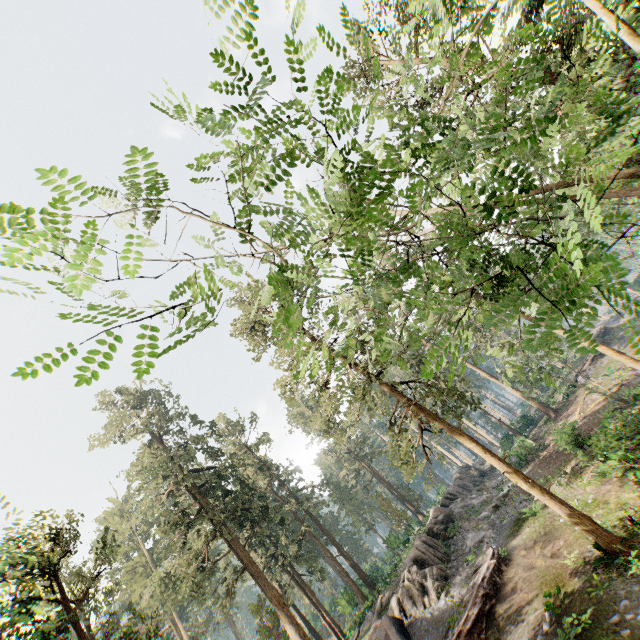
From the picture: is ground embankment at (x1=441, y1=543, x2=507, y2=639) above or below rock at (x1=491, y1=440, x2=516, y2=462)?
below

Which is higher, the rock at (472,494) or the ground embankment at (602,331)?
the rock at (472,494)

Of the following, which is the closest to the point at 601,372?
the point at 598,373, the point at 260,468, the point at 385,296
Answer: the point at 598,373

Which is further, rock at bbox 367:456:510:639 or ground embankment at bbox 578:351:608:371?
ground embankment at bbox 578:351:608:371

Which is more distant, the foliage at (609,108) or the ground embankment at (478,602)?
the ground embankment at (478,602)

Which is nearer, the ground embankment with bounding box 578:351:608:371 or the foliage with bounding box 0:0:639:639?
the foliage with bounding box 0:0:639:639

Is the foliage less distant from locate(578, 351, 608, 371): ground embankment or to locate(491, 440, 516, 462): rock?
locate(491, 440, 516, 462): rock

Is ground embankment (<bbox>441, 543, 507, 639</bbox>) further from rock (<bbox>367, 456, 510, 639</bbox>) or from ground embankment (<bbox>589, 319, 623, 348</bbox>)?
ground embankment (<bbox>589, 319, 623, 348</bbox>)
